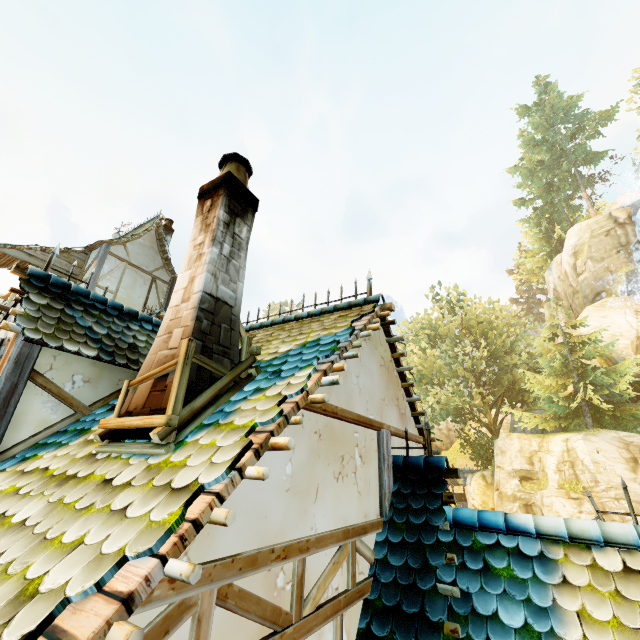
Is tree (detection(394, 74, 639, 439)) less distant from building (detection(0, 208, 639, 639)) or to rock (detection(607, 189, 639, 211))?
building (detection(0, 208, 639, 639))

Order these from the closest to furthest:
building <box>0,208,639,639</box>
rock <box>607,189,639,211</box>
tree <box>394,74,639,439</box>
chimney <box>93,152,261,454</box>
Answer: building <box>0,208,639,639</box> → chimney <box>93,152,261,454</box> → tree <box>394,74,639,439</box> → rock <box>607,189,639,211</box>

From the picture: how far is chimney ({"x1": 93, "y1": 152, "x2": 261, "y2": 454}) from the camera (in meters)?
2.53

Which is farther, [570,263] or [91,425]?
[570,263]

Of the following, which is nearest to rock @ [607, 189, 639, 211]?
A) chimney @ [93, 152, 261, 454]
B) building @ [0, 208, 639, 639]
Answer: building @ [0, 208, 639, 639]

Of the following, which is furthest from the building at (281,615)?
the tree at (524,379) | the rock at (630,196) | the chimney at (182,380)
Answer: the rock at (630,196)

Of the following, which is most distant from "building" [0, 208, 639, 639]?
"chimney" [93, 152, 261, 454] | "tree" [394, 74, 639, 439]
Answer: "tree" [394, 74, 639, 439]
